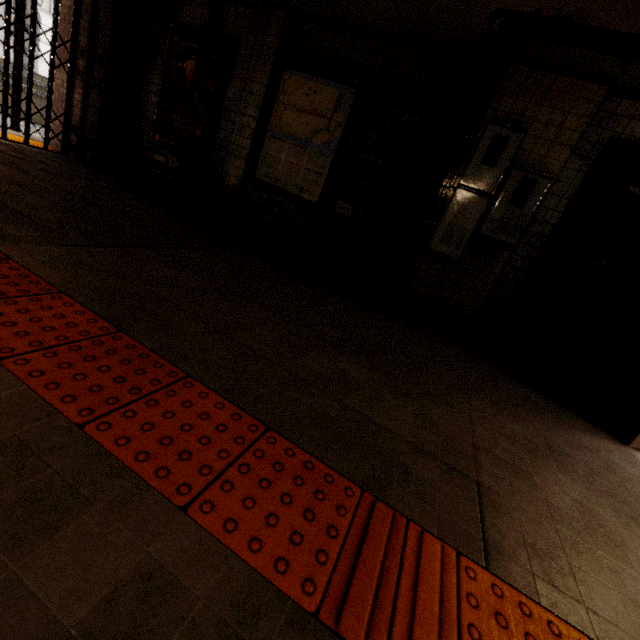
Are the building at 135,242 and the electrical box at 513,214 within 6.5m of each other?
yes

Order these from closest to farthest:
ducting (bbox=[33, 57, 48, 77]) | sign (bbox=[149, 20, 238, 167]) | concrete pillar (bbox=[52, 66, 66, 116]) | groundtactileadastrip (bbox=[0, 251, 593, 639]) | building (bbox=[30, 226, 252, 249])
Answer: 1. groundtactileadastrip (bbox=[0, 251, 593, 639])
2. building (bbox=[30, 226, 252, 249])
3. sign (bbox=[149, 20, 238, 167])
4. concrete pillar (bbox=[52, 66, 66, 116])
5. ducting (bbox=[33, 57, 48, 77])

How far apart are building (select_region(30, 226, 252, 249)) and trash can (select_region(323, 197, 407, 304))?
1.2 meters

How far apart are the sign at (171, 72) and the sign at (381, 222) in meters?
2.2 m

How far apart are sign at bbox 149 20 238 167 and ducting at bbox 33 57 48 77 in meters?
15.2

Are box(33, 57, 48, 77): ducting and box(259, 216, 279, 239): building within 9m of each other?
no

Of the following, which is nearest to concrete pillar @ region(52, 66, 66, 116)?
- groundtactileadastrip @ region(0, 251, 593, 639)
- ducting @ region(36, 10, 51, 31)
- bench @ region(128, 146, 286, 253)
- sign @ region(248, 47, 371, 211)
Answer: groundtactileadastrip @ region(0, 251, 593, 639)

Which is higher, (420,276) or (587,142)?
(587,142)
